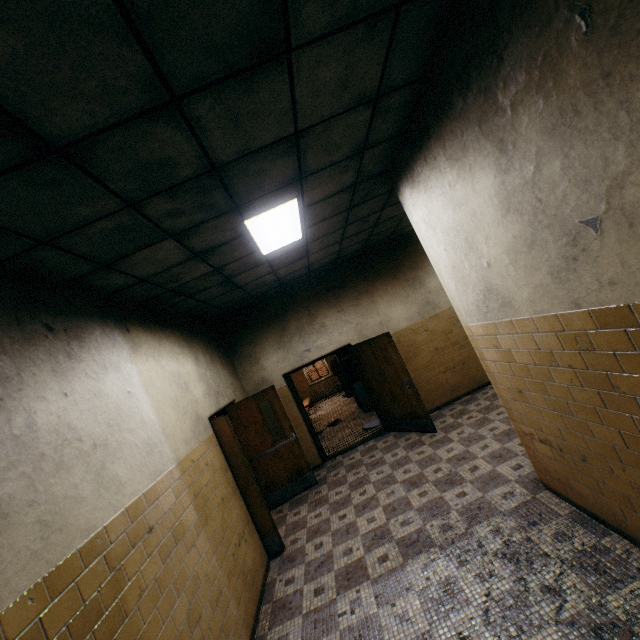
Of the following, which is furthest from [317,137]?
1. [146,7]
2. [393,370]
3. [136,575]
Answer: [393,370]

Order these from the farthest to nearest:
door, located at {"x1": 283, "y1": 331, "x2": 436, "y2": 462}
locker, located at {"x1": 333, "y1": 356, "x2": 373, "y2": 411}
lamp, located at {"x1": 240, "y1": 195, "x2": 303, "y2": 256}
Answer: locker, located at {"x1": 333, "y1": 356, "x2": 373, "y2": 411} < door, located at {"x1": 283, "y1": 331, "x2": 436, "y2": 462} < lamp, located at {"x1": 240, "y1": 195, "x2": 303, "y2": 256}

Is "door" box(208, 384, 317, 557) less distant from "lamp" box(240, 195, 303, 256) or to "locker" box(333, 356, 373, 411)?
"lamp" box(240, 195, 303, 256)

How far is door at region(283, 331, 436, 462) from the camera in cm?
621

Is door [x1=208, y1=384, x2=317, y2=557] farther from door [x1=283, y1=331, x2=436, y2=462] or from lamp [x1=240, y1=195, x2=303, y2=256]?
lamp [x1=240, y1=195, x2=303, y2=256]

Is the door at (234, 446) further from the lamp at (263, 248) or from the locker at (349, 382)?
the locker at (349, 382)

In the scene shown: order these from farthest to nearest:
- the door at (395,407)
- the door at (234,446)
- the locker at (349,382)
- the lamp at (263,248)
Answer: the locker at (349,382)
the door at (395,407)
the door at (234,446)
the lamp at (263,248)

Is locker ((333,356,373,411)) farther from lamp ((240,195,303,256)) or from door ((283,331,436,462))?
lamp ((240,195,303,256))
